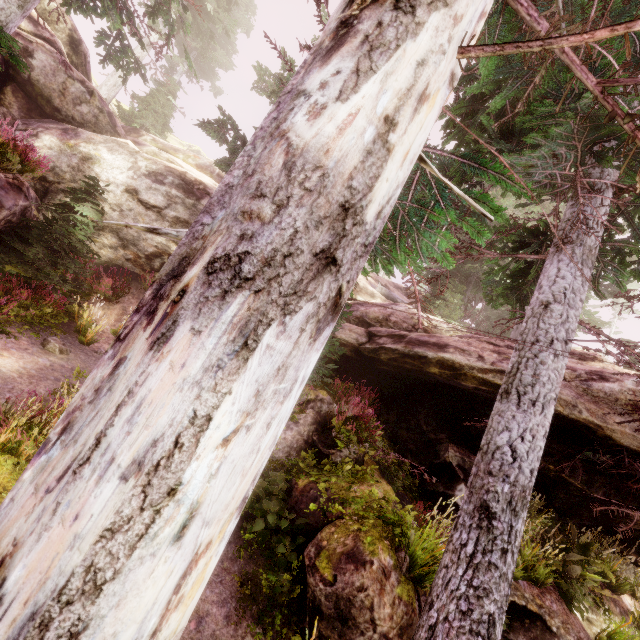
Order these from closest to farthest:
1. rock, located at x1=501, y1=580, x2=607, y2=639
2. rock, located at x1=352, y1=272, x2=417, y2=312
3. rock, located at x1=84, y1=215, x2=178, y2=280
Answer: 1. rock, located at x1=501, y1=580, x2=607, y2=639
2. rock, located at x1=84, y1=215, x2=178, y2=280
3. rock, located at x1=352, y1=272, x2=417, y2=312

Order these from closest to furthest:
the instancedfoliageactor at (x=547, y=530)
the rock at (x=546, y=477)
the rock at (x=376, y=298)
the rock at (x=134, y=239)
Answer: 1. the instancedfoliageactor at (x=547, y=530)
2. the rock at (x=546, y=477)
3. the rock at (x=134, y=239)
4. the rock at (x=376, y=298)

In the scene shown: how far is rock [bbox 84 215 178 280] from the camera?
12.6m

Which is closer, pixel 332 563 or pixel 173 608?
pixel 173 608

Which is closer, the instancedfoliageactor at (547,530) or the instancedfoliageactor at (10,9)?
the instancedfoliageactor at (547,530)

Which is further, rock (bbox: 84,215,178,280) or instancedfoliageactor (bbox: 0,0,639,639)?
rock (bbox: 84,215,178,280)

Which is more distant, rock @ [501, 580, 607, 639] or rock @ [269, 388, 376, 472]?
rock @ [269, 388, 376, 472]
